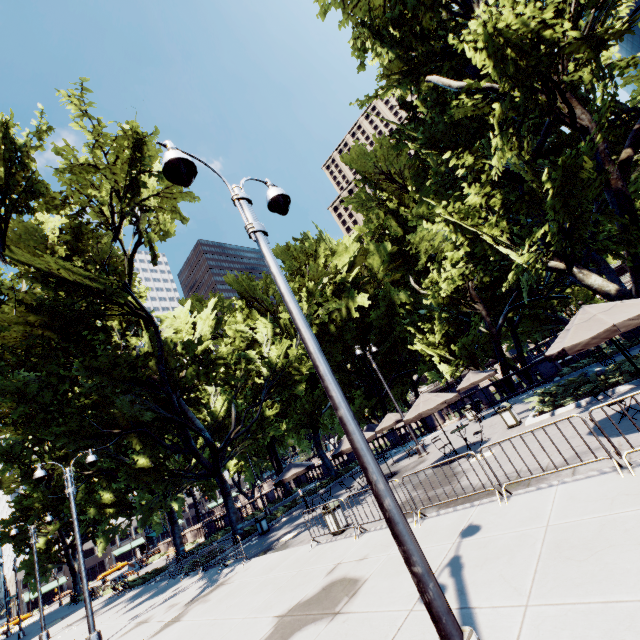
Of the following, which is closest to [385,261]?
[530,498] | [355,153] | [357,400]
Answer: [355,153]

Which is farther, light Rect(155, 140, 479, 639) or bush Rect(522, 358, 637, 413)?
bush Rect(522, 358, 637, 413)

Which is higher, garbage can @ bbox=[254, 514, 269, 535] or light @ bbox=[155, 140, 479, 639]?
light @ bbox=[155, 140, 479, 639]

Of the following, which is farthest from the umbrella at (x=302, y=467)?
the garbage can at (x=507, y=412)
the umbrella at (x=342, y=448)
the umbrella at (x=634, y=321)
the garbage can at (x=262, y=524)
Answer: the umbrella at (x=634, y=321)

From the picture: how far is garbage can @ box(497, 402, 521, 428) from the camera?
14.2 meters

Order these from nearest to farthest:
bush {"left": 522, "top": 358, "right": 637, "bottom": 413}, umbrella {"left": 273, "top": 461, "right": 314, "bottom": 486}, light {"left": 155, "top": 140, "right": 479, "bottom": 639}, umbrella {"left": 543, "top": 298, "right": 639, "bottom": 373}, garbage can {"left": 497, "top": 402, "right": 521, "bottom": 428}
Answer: light {"left": 155, "top": 140, "right": 479, "bottom": 639}, umbrella {"left": 543, "top": 298, "right": 639, "bottom": 373}, bush {"left": 522, "top": 358, "right": 637, "bottom": 413}, garbage can {"left": 497, "top": 402, "right": 521, "bottom": 428}, umbrella {"left": 273, "top": 461, "right": 314, "bottom": 486}

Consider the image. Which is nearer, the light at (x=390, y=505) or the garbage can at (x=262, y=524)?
the light at (x=390, y=505)

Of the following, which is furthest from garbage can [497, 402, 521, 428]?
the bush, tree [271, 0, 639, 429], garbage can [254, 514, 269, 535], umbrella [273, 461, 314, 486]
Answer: Answer: garbage can [254, 514, 269, 535]
